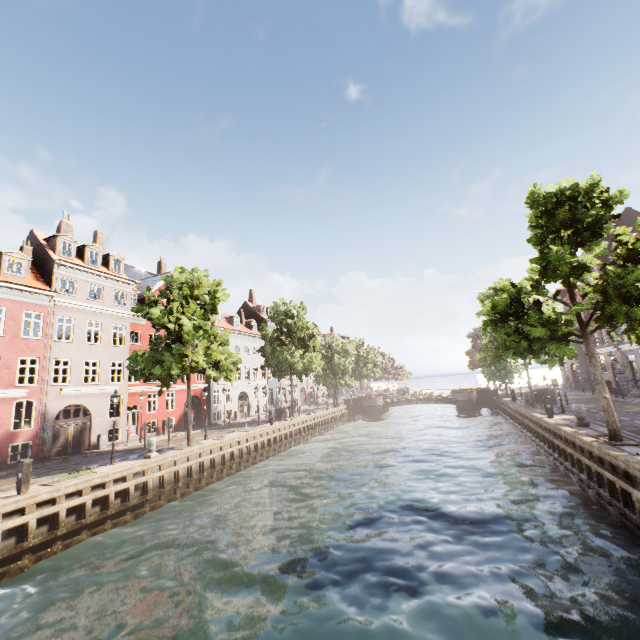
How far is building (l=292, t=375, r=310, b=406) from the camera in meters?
54.5

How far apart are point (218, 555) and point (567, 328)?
16.28m

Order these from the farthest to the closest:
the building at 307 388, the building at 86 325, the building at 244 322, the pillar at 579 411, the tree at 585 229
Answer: the building at 307 388 < the building at 244 322 < the building at 86 325 < the pillar at 579 411 < the tree at 585 229

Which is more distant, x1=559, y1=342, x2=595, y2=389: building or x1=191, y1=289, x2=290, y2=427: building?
x1=559, y1=342, x2=595, y2=389: building

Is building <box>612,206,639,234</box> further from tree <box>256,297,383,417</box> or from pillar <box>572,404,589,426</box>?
pillar <box>572,404,589,426</box>

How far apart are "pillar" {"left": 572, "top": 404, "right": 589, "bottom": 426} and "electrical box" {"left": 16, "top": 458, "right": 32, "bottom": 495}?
24.71m

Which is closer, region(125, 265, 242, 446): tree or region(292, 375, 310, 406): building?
region(125, 265, 242, 446): tree

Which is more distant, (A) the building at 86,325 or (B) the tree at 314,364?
(B) the tree at 314,364
